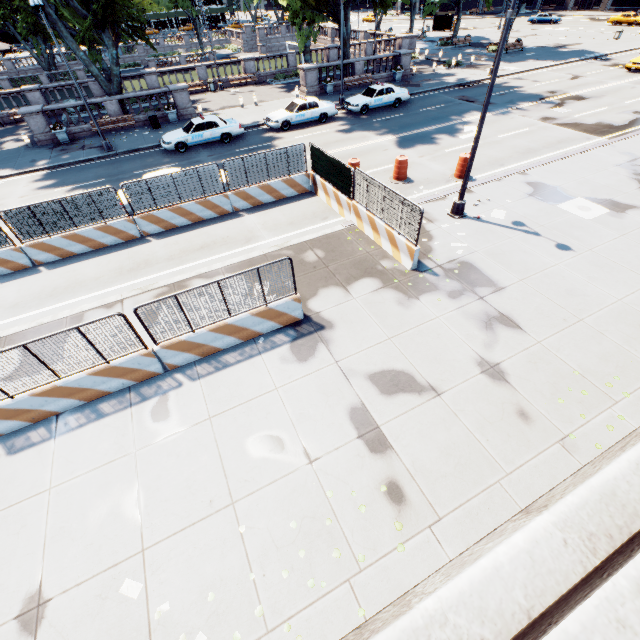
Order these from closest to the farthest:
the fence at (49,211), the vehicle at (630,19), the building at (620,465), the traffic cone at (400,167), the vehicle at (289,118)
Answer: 1. the building at (620,465)
2. the fence at (49,211)
3. the traffic cone at (400,167)
4. the vehicle at (289,118)
5. the vehicle at (630,19)

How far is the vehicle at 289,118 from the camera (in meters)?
22.23

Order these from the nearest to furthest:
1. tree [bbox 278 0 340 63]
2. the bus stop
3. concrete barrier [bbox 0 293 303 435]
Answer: concrete barrier [bbox 0 293 303 435], tree [bbox 278 0 340 63], the bus stop

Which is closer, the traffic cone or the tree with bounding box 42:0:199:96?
the traffic cone

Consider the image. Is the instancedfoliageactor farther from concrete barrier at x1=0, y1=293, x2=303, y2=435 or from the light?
the light

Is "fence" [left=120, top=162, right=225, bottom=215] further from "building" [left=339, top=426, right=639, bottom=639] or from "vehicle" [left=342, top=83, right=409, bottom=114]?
"vehicle" [left=342, top=83, right=409, bottom=114]

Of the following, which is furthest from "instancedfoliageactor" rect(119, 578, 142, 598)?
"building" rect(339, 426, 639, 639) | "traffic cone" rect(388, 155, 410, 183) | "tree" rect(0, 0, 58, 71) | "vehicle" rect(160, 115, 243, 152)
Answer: "tree" rect(0, 0, 58, 71)

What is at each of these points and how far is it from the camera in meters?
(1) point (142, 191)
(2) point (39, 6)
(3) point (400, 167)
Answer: (1) fence, 12.8 m
(2) light, 15.8 m
(3) traffic cone, 15.5 m
